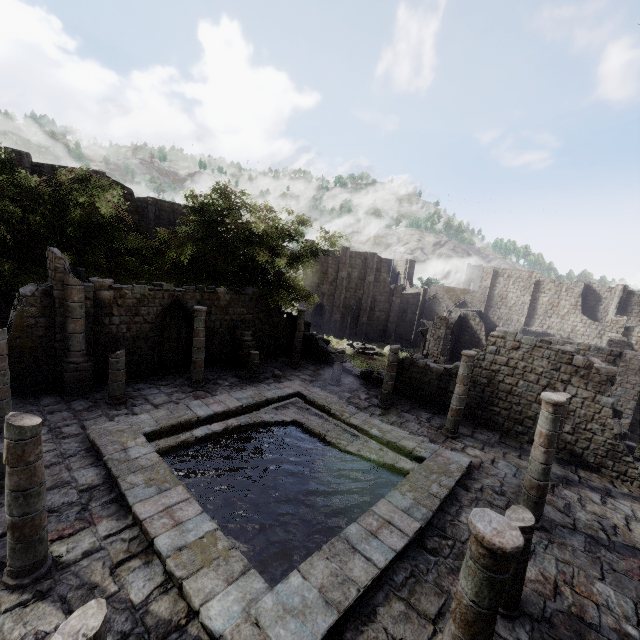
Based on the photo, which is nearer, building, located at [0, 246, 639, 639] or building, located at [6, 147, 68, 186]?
building, located at [0, 246, 639, 639]

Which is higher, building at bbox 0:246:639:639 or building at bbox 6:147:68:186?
building at bbox 6:147:68:186

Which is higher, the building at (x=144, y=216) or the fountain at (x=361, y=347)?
the building at (x=144, y=216)

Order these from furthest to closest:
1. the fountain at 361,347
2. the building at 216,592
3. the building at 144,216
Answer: the fountain at 361,347 → the building at 144,216 → the building at 216,592

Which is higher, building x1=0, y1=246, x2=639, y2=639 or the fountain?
building x1=0, y1=246, x2=639, y2=639

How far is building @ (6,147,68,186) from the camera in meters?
21.3

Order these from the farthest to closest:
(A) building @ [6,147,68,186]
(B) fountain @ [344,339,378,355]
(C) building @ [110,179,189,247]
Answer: (B) fountain @ [344,339,378,355] < (C) building @ [110,179,189,247] < (A) building @ [6,147,68,186]

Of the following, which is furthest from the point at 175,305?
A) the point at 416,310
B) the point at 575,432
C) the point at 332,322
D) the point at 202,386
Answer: the point at 416,310
